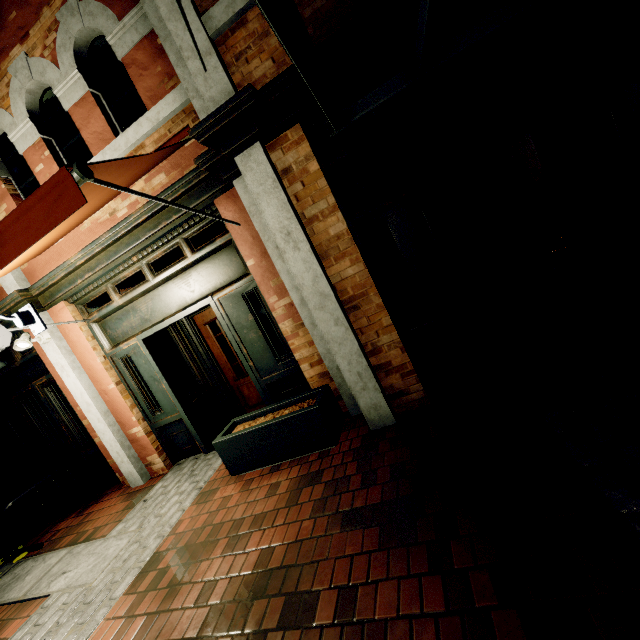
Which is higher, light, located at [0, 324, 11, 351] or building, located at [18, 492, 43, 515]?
light, located at [0, 324, 11, 351]

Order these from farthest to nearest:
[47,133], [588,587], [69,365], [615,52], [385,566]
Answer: [69,365] → [47,133] → [615,52] → [385,566] → [588,587]

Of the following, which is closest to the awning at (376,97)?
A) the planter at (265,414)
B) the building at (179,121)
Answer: the building at (179,121)

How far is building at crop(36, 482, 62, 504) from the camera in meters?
6.3 m

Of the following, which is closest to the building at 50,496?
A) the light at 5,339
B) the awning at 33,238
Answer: the awning at 33,238

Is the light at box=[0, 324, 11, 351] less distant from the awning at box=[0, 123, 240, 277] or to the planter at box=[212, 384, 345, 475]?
the awning at box=[0, 123, 240, 277]

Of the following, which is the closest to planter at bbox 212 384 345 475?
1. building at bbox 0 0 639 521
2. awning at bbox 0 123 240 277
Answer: building at bbox 0 0 639 521

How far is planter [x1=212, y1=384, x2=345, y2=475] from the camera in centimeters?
339cm
